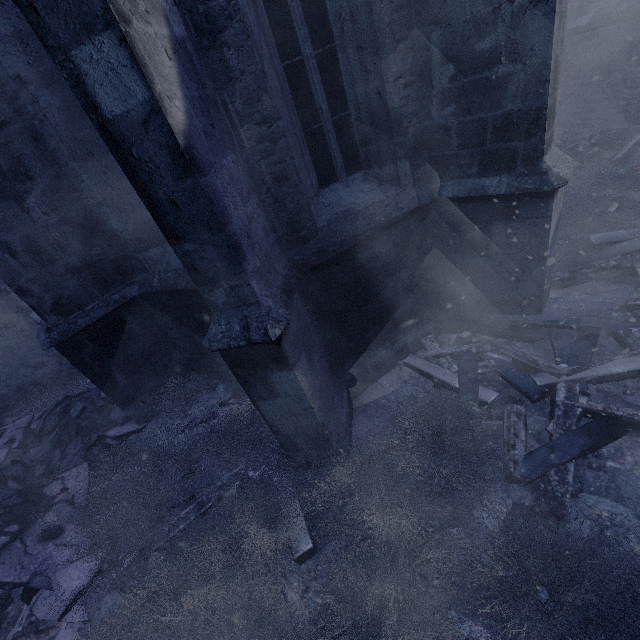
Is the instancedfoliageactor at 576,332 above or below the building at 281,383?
below

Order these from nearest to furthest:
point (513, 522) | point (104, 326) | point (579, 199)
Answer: point (513, 522)
point (104, 326)
point (579, 199)

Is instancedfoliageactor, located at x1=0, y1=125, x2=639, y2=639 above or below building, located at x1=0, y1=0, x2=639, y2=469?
below
